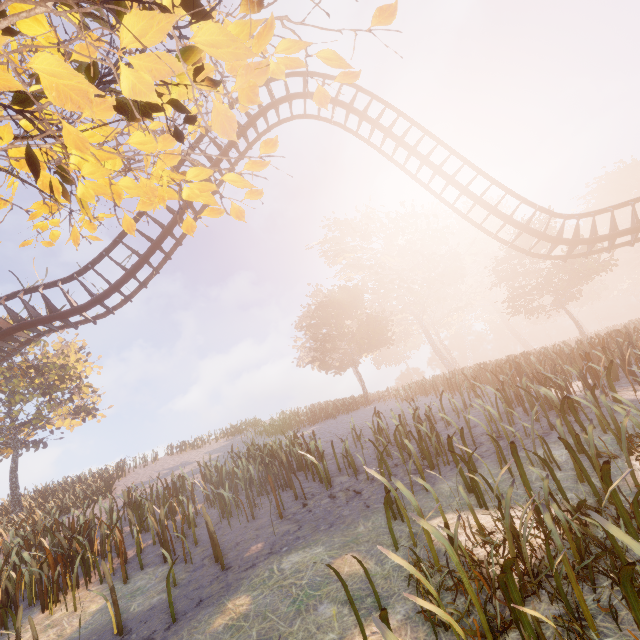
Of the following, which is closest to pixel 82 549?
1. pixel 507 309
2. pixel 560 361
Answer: pixel 560 361

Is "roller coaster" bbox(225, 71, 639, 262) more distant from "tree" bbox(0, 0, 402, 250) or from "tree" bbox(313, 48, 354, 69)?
"tree" bbox(313, 48, 354, 69)

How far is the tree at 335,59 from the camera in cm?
456

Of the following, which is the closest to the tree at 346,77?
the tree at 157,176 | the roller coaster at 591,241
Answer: the tree at 157,176

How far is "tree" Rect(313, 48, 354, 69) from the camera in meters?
4.6

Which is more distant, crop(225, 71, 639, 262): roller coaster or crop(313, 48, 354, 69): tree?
crop(225, 71, 639, 262): roller coaster
